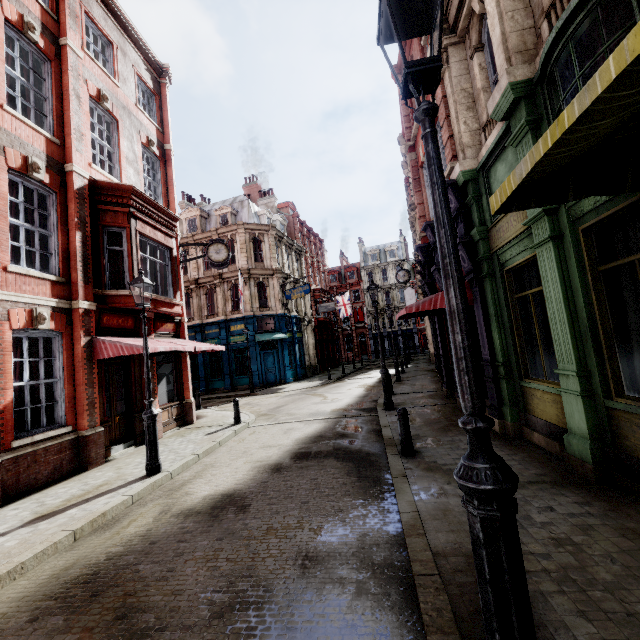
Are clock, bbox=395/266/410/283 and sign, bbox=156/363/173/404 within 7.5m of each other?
no

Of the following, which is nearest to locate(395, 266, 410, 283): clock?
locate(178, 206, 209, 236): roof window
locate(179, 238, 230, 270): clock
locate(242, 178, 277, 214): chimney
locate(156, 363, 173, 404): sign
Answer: locate(179, 238, 230, 270): clock

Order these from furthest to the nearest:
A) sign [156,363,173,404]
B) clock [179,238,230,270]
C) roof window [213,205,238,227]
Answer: roof window [213,205,238,227] → clock [179,238,230,270] → sign [156,363,173,404]

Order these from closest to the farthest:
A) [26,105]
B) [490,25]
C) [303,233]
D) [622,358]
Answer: [622,358] → [490,25] → [26,105] → [303,233]

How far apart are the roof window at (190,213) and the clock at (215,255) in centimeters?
1612cm

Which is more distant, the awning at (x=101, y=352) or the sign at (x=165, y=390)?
the sign at (x=165, y=390)

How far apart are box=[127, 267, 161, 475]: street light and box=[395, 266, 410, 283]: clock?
16.19m

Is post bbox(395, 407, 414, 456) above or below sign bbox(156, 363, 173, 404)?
below
